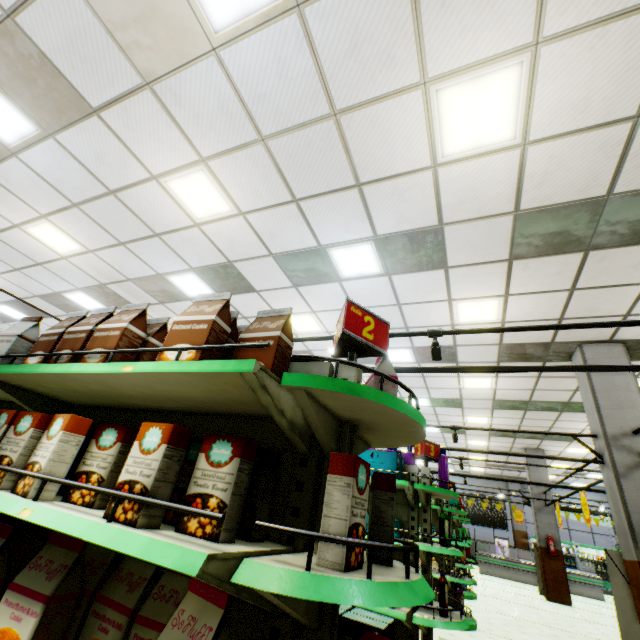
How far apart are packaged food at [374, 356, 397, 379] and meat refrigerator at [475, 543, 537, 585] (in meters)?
19.13

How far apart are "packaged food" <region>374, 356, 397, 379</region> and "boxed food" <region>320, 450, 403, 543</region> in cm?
31

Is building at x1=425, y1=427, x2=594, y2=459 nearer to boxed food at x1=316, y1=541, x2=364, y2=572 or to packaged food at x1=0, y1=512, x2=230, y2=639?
packaged food at x1=0, y1=512, x2=230, y2=639

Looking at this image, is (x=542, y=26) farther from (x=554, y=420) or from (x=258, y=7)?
(x=554, y=420)

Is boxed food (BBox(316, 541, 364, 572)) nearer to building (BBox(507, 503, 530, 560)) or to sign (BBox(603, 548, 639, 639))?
building (BBox(507, 503, 530, 560))

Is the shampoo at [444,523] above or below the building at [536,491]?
below

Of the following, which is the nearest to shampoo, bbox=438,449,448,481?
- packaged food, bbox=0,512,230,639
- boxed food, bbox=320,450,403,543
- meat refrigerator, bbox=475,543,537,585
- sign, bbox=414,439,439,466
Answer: sign, bbox=414,439,439,466
